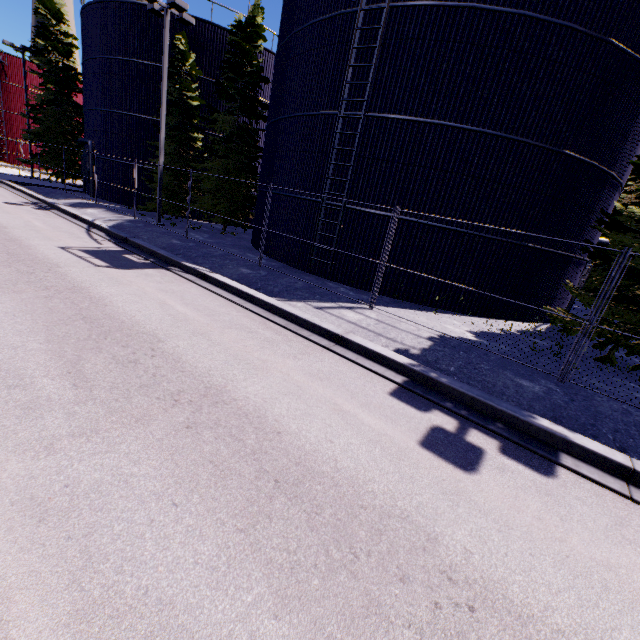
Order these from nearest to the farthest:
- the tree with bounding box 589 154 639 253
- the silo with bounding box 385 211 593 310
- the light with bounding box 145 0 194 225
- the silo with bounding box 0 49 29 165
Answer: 1. the tree with bounding box 589 154 639 253
2. the silo with bounding box 385 211 593 310
3. the light with bounding box 145 0 194 225
4. the silo with bounding box 0 49 29 165

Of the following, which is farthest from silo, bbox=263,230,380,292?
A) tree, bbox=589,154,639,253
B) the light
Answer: the light

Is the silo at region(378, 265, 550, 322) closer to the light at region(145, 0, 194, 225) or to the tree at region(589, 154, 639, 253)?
the tree at region(589, 154, 639, 253)

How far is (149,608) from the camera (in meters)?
2.17

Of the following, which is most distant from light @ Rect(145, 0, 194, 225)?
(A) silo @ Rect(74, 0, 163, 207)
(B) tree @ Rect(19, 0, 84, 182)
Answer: (B) tree @ Rect(19, 0, 84, 182)

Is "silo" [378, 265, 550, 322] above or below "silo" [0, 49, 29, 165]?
below

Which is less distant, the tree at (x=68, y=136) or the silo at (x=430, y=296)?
the silo at (x=430, y=296)

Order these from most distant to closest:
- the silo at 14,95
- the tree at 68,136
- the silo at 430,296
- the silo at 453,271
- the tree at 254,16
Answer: the silo at 14,95 → the tree at 68,136 → the tree at 254,16 → the silo at 430,296 → the silo at 453,271
